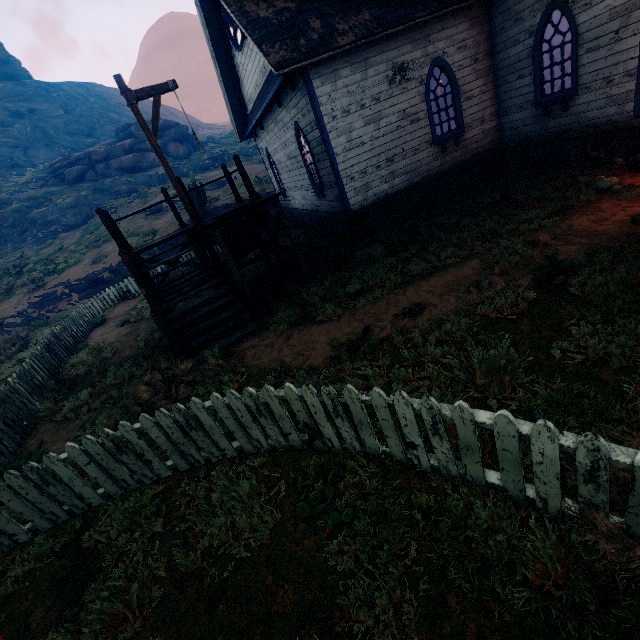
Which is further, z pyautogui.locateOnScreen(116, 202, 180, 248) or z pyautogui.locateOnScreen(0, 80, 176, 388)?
z pyautogui.locateOnScreen(116, 202, 180, 248)

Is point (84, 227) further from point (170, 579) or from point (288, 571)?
point (288, 571)

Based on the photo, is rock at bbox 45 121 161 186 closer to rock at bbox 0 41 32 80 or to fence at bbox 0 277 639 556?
rock at bbox 0 41 32 80

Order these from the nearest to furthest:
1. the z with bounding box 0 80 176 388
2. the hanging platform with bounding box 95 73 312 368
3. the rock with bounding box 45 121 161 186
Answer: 1. the hanging platform with bounding box 95 73 312 368
2. the z with bounding box 0 80 176 388
3. the rock with bounding box 45 121 161 186

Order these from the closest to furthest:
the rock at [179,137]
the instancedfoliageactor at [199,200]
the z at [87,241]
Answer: the z at [87,241] → the instancedfoliageactor at [199,200] → the rock at [179,137]

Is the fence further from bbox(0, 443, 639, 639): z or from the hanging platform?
the hanging platform

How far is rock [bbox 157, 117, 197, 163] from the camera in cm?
4153

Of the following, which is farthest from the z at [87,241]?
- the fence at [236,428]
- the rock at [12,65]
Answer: the rock at [12,65]
